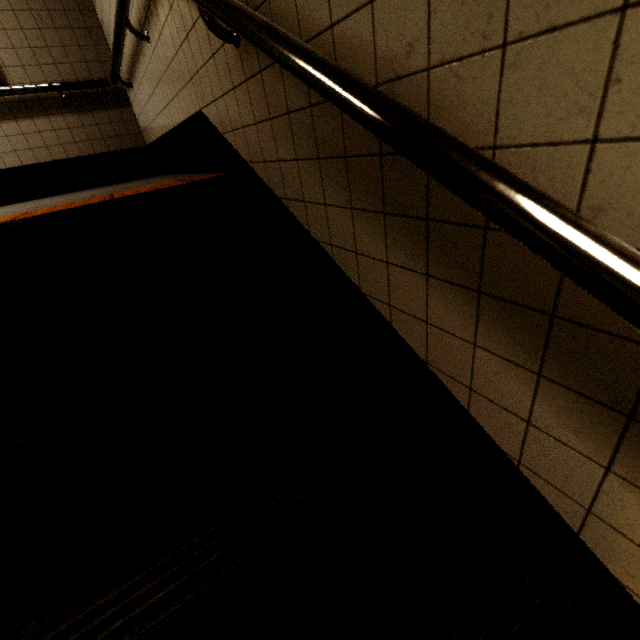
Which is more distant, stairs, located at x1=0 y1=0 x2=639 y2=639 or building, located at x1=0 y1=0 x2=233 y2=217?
building, located at x1=0 y1=0 x2=233 y2=217

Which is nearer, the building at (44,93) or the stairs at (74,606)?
the stairs at (74,606)

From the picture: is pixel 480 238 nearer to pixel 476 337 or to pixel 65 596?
pixel 476 337
